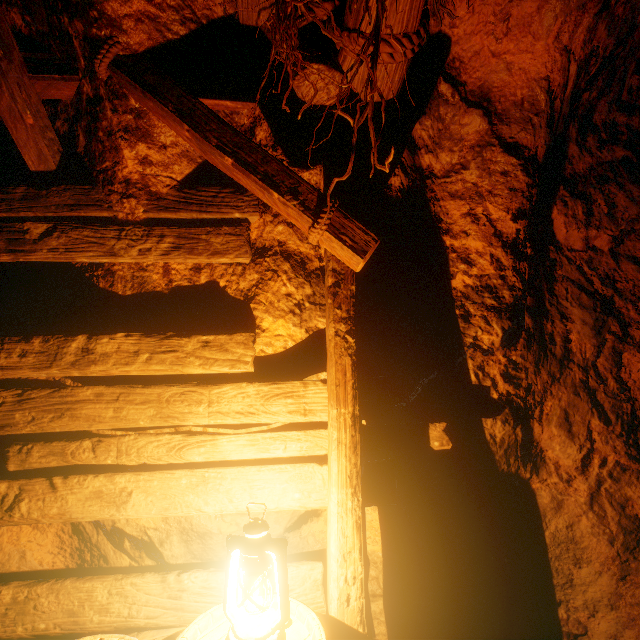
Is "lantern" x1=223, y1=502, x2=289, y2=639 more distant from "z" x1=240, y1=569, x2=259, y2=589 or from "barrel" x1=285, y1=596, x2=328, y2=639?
"z" x1=240, y1=569, x2=259, y2=589

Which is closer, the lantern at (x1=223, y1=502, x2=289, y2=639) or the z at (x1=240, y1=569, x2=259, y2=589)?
the lantern at (x1=223, y1=502, x2=289, y2=639)

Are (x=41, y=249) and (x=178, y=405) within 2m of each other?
yes

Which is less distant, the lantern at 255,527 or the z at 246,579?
the lantern at 255,527

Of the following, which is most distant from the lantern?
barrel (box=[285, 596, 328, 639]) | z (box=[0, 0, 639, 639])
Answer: z (box=[0, 0, 639, 639])

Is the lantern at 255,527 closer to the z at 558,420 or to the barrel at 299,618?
the barrel at 299,618

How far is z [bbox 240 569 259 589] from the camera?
1.7 meters
